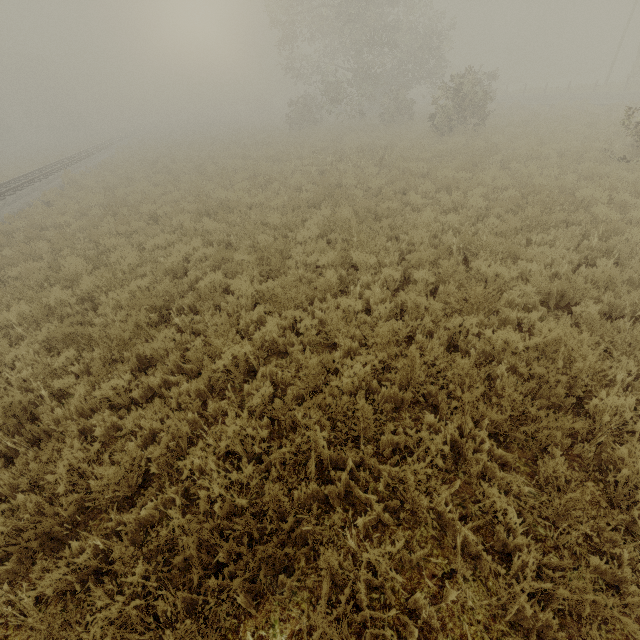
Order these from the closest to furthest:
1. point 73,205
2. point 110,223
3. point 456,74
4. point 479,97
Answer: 1. point 110,223
2. point 73,205
3. point 479,97
4. point 456,74
